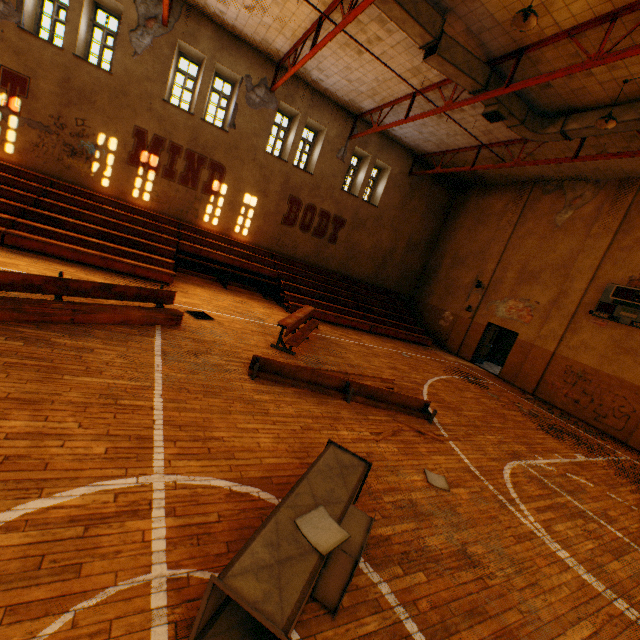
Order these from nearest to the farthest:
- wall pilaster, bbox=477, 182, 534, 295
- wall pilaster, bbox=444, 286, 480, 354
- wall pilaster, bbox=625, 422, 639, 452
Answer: wall pilaster, bbox=625, 422, 639, 452, wall pilaster, bbox=477, 182, 534, 295, wall pilaster, bbox=444, 286, 480, 354

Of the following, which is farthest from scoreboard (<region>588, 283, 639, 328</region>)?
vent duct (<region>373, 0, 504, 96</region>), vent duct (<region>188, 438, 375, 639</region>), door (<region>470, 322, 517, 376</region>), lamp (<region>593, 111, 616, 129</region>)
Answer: vent duct (<region>188, 438, 375, 639</region>)

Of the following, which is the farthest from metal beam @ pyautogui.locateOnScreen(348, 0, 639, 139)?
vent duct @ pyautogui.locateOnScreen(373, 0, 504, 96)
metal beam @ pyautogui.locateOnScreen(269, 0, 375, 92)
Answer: metal beam @ pyautogui.locateOnScreen(269, 0, 375, 92)

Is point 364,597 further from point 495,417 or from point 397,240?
point 397,240

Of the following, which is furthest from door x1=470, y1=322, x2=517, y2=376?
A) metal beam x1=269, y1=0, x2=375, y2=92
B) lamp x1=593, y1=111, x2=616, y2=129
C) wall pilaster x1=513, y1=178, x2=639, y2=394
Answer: metal beam x1=269, y1=0, x2=375, y2=92

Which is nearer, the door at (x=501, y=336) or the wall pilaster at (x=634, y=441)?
the wall pilaster at (x=634, y=441)

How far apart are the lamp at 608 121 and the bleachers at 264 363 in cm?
831

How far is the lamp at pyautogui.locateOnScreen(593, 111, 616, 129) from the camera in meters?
8.0 m
